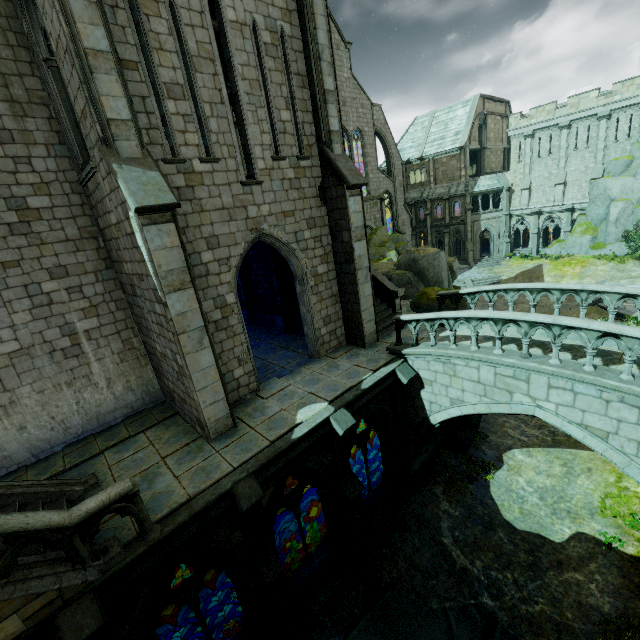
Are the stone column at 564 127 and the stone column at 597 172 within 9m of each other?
yes

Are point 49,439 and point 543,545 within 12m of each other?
no

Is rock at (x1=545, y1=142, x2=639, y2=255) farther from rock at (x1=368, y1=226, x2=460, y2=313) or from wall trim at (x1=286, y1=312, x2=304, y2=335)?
wall trim at (x1=286, y1=312, x2=304, y2=335)

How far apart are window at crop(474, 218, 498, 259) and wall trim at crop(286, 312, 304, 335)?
35.1m

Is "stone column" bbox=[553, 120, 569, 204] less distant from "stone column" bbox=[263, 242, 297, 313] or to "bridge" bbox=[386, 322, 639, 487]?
"bridge" bbox=[386, 322, 639, 487]

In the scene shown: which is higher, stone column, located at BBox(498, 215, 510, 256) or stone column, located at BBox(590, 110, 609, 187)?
stone column, located at BBox(590, 110, 609, 187)

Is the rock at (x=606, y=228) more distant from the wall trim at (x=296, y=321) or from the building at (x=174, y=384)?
the wall trim at (x=296, y=321)

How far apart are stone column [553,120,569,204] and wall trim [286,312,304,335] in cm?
3746
